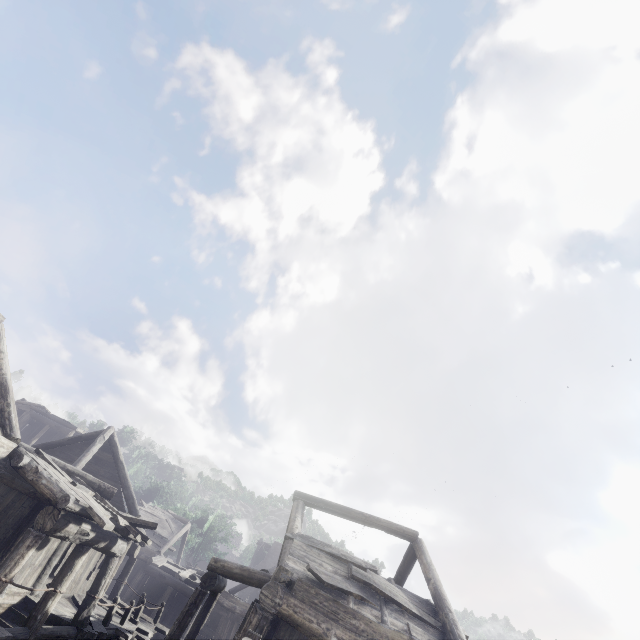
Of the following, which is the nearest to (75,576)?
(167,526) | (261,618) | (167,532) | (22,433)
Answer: (261,618)

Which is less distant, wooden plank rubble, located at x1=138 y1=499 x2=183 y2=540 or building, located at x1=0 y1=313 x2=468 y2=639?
building, located at x1=0 y1=313 x2=468 y2=639

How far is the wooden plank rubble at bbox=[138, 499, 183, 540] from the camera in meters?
27.4 m

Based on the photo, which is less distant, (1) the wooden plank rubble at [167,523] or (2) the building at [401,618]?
(2) the building at [401,618]

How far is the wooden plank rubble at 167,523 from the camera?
27.41m
